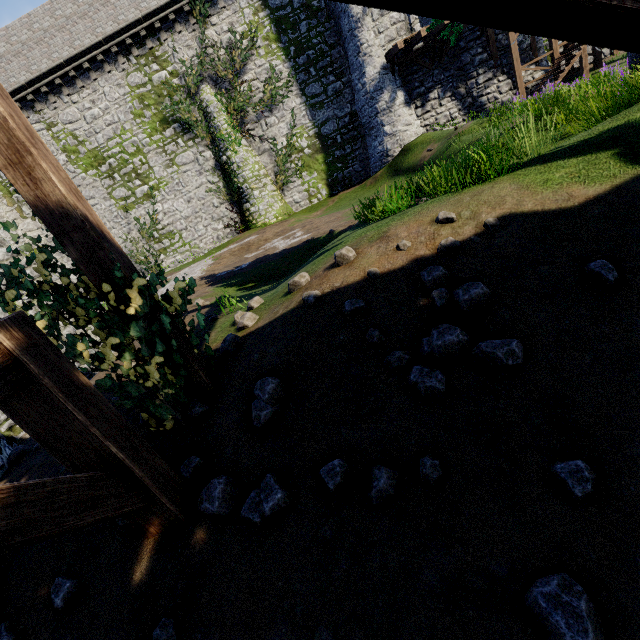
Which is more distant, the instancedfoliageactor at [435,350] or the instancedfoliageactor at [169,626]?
the instancedfoliageactor at [435,350]

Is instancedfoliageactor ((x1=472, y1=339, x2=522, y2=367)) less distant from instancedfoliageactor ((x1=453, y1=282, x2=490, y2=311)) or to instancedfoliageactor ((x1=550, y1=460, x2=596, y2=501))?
instancedfoliageactor ((x1=453, y1=282, x2=490, y2=311))

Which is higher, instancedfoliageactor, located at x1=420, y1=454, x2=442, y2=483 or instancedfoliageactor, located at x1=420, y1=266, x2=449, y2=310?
instancedfoliageactor, located at x1=420, y1=266, x2=449, y2=310

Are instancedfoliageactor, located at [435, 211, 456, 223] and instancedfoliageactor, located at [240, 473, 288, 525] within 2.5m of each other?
no

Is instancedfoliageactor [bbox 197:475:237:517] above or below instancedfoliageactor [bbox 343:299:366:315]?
below

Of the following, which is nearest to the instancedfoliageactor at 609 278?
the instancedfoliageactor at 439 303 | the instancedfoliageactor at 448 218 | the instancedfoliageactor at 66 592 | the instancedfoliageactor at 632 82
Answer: the instancedfoliageactor at 439 303

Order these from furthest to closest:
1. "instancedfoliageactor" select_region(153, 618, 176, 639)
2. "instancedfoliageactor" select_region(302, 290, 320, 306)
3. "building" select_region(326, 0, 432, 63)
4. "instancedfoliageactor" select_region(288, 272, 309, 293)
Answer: "building" select_region(326, 0, 432, 63)
"instancedfoliageactor" select_region(288, 272, 309, 293)
"instancedfoliageactor" select_region(302, 290, 320, 306)
"instancedfoliageactor" select_region(153, 618, 176, 639)

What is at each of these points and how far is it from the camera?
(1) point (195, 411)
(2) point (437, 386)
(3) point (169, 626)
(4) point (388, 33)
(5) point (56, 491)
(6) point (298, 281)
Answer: (1) instancedfoliageactor, 3.43m
(2) instancedfoliageactor, 2.51m
(3) instancedfoliageactor, 2.12m
(4) building, 18.48m
(5) wooden support, 1.91m
(6) instancedfoliageactor, 4.50m
